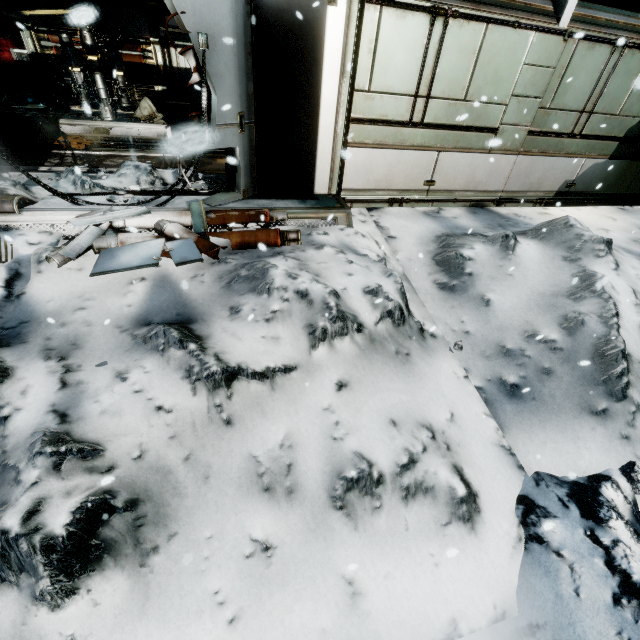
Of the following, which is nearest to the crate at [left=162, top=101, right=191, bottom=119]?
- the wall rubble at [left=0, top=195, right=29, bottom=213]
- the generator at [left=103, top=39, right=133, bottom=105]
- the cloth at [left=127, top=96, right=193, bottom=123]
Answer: the cloth at [left=127, top=96, right=193, bottom=123]

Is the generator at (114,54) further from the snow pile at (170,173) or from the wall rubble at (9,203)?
the wall rubble at (9,203)

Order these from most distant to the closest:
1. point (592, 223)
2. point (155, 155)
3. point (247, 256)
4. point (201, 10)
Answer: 1. point (155, 155)
2. point (592, 223)
3. point (247, 256)
4. point (201, 10)

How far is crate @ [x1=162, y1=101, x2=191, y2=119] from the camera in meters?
10.3

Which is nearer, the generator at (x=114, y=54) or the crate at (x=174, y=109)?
the generator at (x=114, y=54)

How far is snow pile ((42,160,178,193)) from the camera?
5.0m

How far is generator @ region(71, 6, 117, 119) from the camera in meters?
8.3 m

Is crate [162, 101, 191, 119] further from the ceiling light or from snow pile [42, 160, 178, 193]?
snow pile [42, 160, 178, 193]
